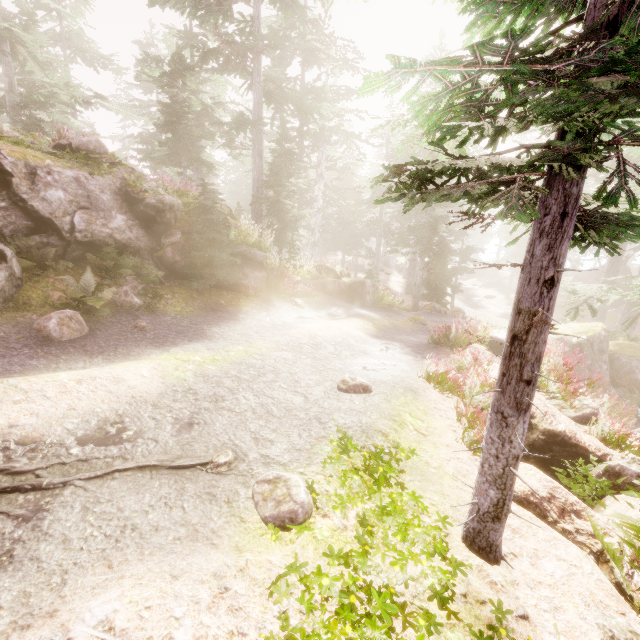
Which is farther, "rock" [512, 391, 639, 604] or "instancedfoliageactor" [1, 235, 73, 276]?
"instancedfoliageactor" [1, 235, 73, 276]

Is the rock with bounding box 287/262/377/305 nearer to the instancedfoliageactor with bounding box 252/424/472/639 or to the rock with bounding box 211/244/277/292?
the instancedfoliageactor with bounding box 252/424/472/639

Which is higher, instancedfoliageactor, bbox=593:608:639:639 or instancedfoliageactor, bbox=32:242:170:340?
instancedfoliageactor, bbox=32:242:170:340

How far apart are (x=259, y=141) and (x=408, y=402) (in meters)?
16.15

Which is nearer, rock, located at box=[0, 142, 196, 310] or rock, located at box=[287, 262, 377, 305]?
rock, located at box=[0, 142, 196, 310]

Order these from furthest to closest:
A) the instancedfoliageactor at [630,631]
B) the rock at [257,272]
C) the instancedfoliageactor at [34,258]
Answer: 1. the rock at [257,272]
2. the instancedfoliageactor at [34,258]
3. the instancedfoliageactor at [630,631]

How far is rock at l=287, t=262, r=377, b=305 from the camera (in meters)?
14.87

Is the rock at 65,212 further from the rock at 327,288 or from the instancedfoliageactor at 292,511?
the rock at 327,288
